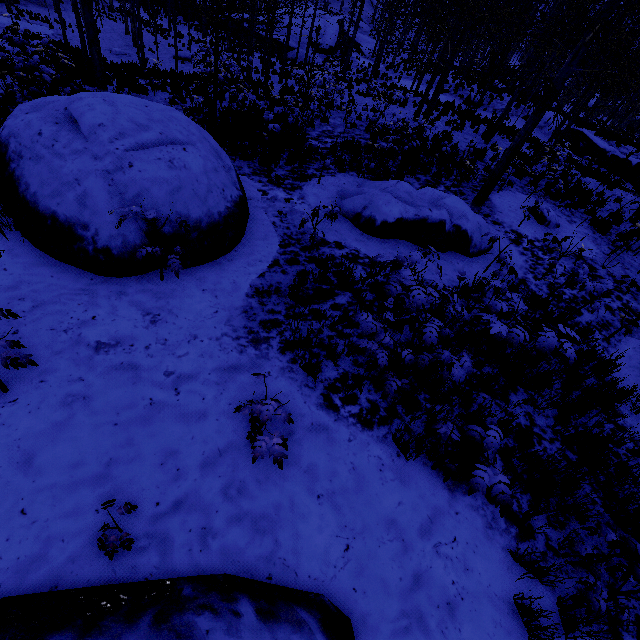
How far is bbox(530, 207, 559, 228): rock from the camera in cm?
926

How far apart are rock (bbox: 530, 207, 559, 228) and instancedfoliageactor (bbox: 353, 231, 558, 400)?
8.0m

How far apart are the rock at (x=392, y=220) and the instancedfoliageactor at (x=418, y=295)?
3.54m

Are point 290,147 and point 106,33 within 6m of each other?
no

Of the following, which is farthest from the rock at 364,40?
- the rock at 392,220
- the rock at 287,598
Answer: the rock at 287,598

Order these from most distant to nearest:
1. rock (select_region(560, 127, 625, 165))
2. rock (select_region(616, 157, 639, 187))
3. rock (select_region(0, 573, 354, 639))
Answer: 1. rock (select_region(560, 127, 625, 165))
2. rock (select_region(616, 157, 639, 187))
3. rock (select_region(0, 573, 354, 639))

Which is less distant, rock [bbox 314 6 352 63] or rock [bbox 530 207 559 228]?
rock [bbox 530 207 559 228]

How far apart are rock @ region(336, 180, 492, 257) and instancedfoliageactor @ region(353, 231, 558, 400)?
3.5 meters
